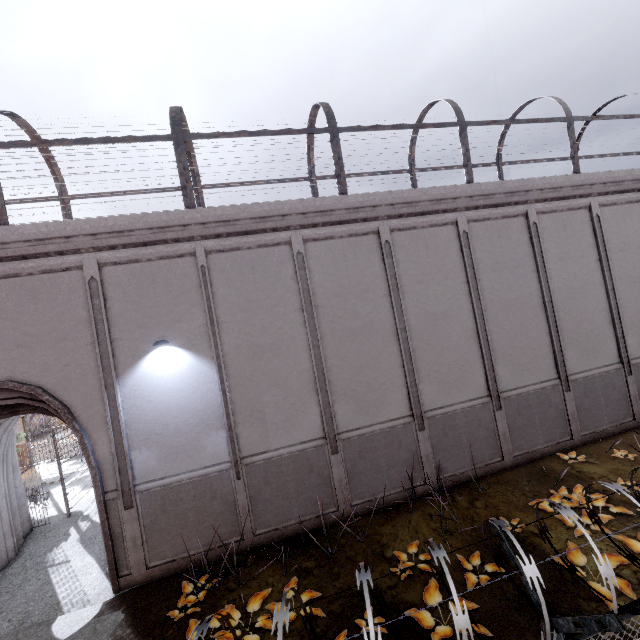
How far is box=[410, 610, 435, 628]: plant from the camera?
5.1m

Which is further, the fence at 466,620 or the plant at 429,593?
→ the plant at 429,593

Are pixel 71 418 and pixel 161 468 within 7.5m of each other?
yes

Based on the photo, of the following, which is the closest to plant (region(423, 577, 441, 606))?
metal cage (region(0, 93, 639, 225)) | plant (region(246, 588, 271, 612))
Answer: plant (region(246, 588, 271, 612))

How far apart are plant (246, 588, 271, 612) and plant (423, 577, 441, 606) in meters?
2.9 m

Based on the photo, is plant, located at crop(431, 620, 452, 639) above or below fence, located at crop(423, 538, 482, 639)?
below

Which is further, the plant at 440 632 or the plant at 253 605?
the plant at 253 605

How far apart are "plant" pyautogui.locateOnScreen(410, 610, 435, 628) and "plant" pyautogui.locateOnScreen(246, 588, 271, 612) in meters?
2.6 m
